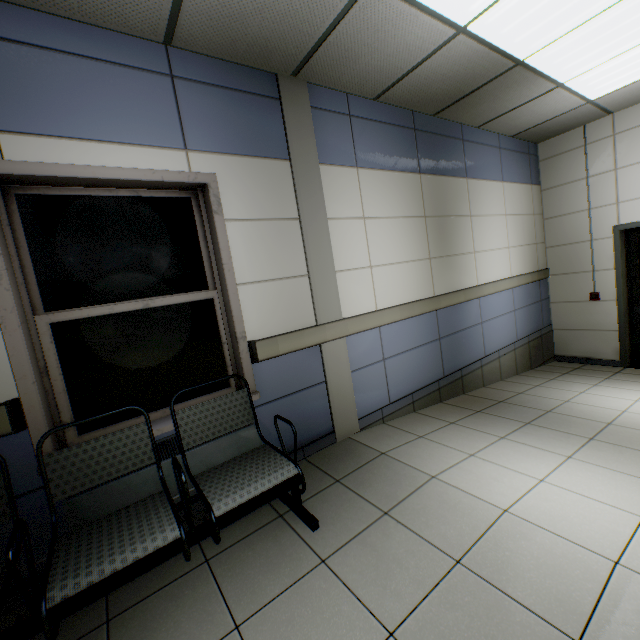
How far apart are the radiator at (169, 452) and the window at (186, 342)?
0.21m

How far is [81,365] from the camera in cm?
206

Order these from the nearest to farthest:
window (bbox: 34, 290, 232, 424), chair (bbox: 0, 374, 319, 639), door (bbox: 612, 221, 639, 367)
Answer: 1. chair (bbox: 0, 374, 319, 639)
2. window (bbox: 34, 290, 232, 424)
3. door (bbox: 612, 221, 639, 367)

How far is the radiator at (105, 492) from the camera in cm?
184

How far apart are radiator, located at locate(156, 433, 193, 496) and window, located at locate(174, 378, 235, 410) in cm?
21

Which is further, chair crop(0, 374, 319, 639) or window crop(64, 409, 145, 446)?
window crop(64, 409, 145, 446)

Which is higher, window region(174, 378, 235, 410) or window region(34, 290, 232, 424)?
window region(34, 290, 232, 424)
